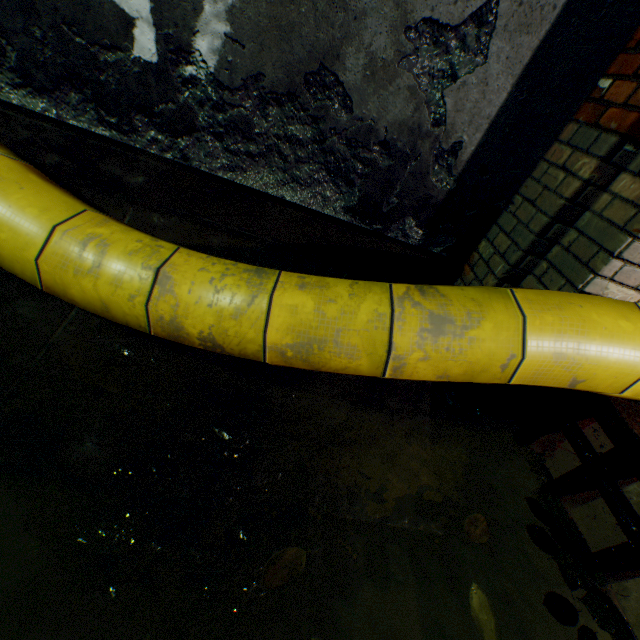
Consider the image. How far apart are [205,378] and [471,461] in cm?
143

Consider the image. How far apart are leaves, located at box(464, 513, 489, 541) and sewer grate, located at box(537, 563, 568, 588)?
0.5 meters

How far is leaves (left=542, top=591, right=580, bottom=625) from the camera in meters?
1.2

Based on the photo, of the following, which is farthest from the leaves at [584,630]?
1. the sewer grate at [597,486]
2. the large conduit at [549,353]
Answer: the large conduit at [549,353]

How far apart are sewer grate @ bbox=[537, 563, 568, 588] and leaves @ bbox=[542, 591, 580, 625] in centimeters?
3cm

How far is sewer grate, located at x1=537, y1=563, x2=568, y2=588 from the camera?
1.44m

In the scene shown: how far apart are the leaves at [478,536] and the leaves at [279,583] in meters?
0.7

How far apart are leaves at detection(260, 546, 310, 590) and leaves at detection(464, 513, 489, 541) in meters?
0.7 m
